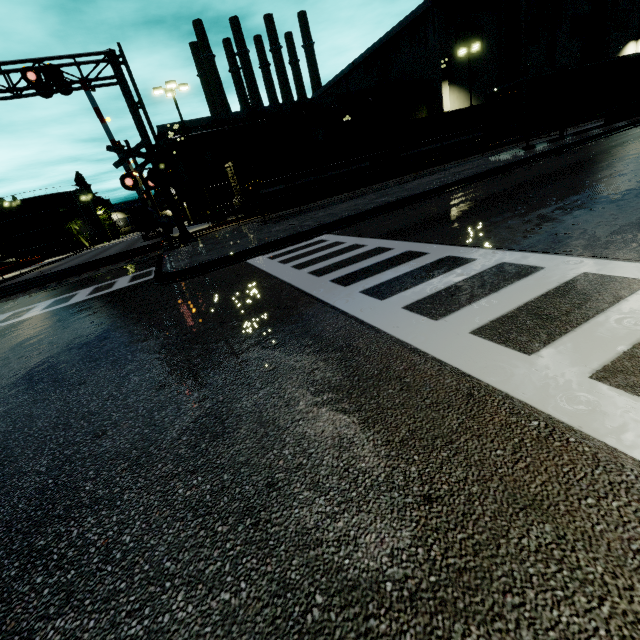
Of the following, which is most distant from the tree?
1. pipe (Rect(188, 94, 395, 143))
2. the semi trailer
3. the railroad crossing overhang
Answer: the railroad crossing overhang

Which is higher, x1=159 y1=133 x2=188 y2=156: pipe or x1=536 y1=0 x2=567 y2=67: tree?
x1=536 y1=0 x2=567 y2=67: tree

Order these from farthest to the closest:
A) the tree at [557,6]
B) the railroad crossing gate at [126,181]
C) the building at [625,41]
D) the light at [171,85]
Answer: the building at [625,41]
the tree at [557,6]
the light at [171,85]
the railroad crossing gate at [126,181]

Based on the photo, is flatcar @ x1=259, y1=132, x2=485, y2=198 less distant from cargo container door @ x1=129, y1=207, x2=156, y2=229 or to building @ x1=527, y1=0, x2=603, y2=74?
building @ x1=527, y1=0, x2=603, y2=74

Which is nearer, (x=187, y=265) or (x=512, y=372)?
(x=512, y=372)

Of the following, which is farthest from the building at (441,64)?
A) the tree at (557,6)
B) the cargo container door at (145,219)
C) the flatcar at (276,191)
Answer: the flatcar at (276,191)

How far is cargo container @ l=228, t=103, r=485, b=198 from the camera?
24.22m

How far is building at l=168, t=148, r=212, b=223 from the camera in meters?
37.2
